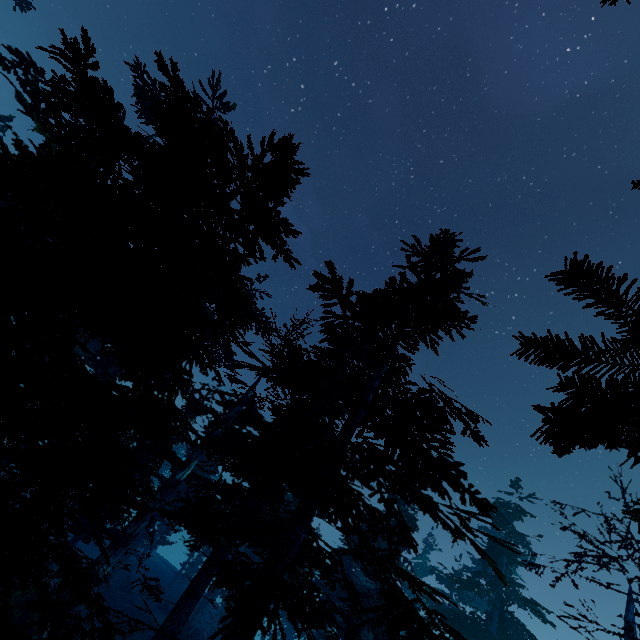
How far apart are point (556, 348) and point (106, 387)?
6.1m

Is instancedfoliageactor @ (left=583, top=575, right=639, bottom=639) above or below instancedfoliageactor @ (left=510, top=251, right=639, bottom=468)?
above

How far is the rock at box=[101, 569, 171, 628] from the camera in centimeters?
2558cm

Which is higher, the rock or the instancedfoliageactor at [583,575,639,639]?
the instancedfoliageactor at [583,575,639,639]

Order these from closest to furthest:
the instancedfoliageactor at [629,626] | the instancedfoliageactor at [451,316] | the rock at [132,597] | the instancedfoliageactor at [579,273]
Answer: the instancedfoliageactor at [579,273] → the instancedfoliageactor at [451,316] → the instancedfoliageactor at [629,626] → the rock at [132,597]

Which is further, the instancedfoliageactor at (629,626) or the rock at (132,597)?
the rock at (132,597)
